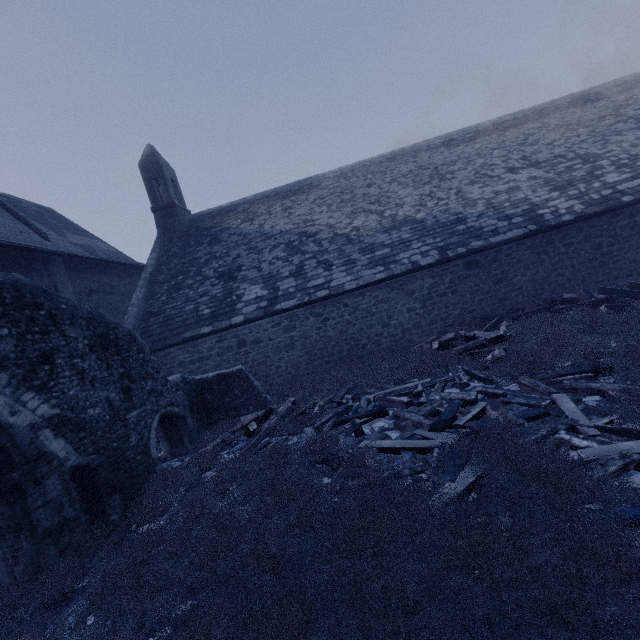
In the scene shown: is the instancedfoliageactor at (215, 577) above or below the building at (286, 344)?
below

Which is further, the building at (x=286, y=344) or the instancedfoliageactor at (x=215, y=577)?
the building at (x=286, y=344)

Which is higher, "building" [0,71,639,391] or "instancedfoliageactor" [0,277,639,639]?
"building" [0,71,639,391]

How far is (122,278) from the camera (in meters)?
15.92

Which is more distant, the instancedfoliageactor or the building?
the building
